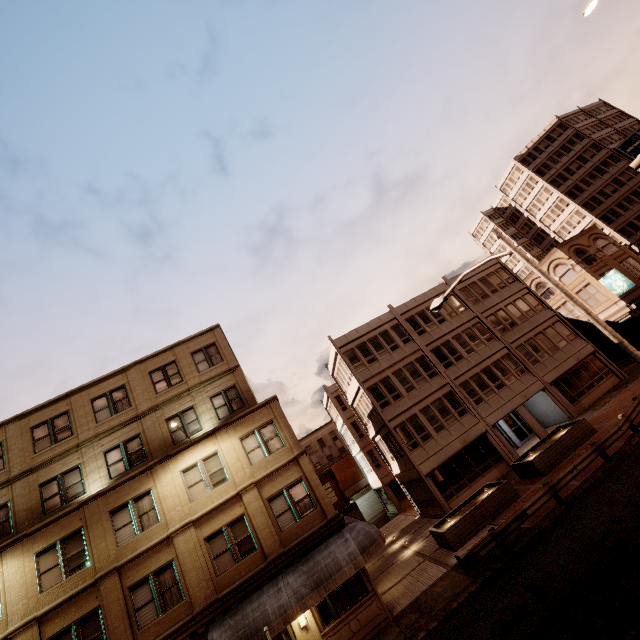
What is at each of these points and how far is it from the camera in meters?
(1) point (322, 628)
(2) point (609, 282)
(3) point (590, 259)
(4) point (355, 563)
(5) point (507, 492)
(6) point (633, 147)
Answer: (1) building, 14.3 m
(2) sign, 32.6 m
(3) building, 35.0 m
(4) awning, 14.2 m
(5) planter, 18.2 m
(6) sign, 56.0 m

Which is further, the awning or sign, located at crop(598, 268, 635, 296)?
sign, located at crop(598, 268, 635, 296)

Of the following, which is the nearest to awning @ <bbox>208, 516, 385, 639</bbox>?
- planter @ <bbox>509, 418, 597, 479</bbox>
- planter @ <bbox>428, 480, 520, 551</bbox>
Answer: planter @ <bbox>428, 480, 520, 551</bbox>

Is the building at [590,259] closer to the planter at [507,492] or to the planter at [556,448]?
the planter at [556,448]

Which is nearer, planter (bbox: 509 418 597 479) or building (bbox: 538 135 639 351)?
planter (bbox: 509 418 597 479)

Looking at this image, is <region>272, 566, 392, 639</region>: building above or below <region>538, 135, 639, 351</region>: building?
below

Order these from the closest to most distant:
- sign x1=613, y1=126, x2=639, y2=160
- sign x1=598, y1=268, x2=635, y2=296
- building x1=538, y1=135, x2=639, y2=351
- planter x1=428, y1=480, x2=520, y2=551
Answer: planter x1=428, y1=480, x2=520, y2=551, sign x1=598, y1=268, x2=635, y2=296, building x1=538, y1=135, x2=639, y2=351, sign x1=613, y1=126, x2=639, y2=160

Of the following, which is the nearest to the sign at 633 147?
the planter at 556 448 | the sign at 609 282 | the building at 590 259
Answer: the building at 590 259
